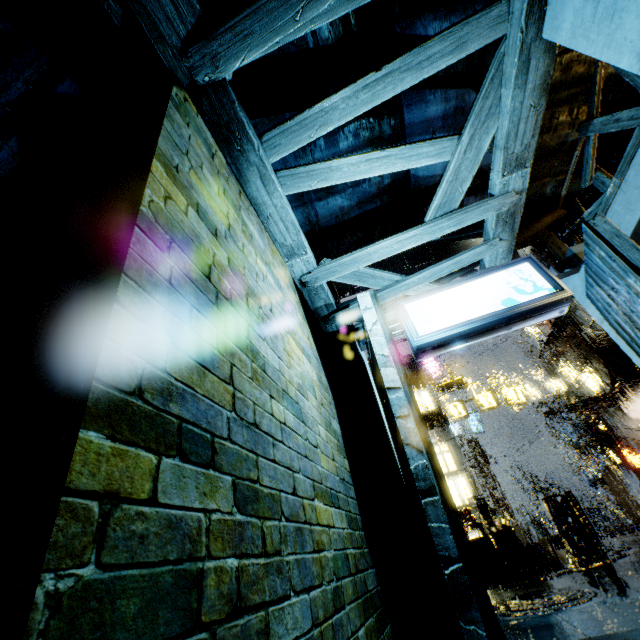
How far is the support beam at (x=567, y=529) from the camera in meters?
12.8

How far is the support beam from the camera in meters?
12.8

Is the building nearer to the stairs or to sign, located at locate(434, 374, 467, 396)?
sign, located at locate(434, 374, 467, 396)

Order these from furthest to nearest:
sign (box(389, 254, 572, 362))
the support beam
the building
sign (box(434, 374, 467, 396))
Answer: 1. sign (box(434, 374, 467, 396))
2. the support beam
3. sign (box(389, 254, 572, 362))
4. the building

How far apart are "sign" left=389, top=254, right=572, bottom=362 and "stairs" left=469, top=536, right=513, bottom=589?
10.15m

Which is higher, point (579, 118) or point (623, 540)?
point (579, 118)

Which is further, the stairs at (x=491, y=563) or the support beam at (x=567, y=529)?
the support beam at (x=567, y=529)

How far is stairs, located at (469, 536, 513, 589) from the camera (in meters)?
10.78
